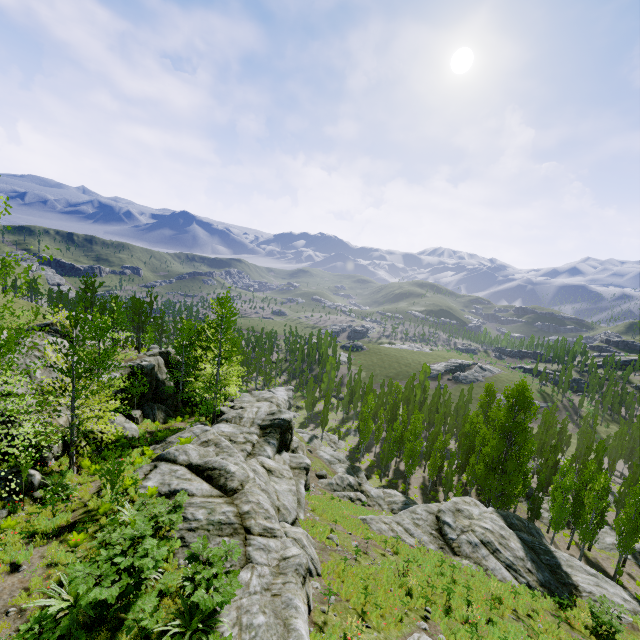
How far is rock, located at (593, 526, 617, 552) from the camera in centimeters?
3388cm

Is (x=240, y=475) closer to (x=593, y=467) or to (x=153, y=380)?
(x=153, y=380)

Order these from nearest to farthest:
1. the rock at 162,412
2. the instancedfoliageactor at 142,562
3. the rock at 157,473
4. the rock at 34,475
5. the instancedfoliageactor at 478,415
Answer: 1. the instancedfoliageactor at 142,562
2. the rock at 157,473
3. the rock at 34,475
4. the rock at 162,412
5. the instancedfoliageactor at 478,415

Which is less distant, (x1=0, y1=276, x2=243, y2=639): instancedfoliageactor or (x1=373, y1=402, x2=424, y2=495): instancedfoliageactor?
(x1=0, y1=276, x2=243, y2=639): instancedfoliageactor

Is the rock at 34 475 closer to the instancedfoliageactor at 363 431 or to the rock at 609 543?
the instancedfoliageactor at 363 431

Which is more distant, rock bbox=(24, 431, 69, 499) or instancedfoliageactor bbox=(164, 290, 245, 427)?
instancedfoliageactor bbox=(164, 290, 245, 427)

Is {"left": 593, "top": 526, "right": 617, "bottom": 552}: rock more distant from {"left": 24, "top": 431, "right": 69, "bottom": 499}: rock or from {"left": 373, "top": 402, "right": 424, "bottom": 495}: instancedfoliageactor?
{"left": 24, "top": 431, "right": 69, "bottom": 499}: rock
